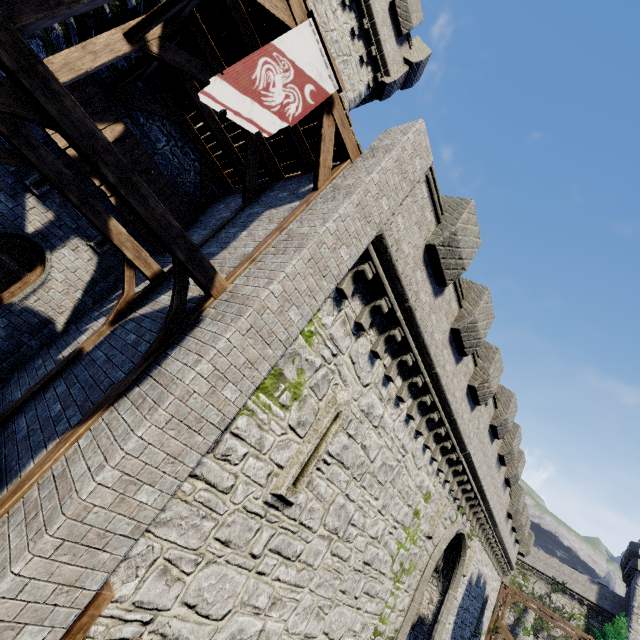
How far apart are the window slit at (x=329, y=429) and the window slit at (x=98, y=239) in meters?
7.0 m

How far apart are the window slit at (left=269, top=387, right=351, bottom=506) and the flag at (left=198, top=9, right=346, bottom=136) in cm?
482

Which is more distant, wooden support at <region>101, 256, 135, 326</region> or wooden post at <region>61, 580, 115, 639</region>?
wooden support at <region>101, 256, 135, 326</region>

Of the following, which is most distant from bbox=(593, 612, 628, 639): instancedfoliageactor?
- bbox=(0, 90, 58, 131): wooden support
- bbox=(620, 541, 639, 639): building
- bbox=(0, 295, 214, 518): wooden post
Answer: bbox=(0, 90, 58, 131): wooden support

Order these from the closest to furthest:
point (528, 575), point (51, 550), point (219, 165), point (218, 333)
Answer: point (51, 550)
point (218, 333)
point (219, 165)
point (528, 575)

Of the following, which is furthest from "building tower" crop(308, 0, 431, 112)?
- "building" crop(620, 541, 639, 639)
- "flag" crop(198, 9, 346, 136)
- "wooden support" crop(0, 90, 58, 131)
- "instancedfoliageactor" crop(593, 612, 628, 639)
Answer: "building" crop(620, 541, 639, 639)

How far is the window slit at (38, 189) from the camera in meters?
7.2 m

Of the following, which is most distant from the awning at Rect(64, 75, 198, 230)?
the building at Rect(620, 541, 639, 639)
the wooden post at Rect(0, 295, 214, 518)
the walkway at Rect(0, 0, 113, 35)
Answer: the building at Rect(620, 541, 639, 639)
